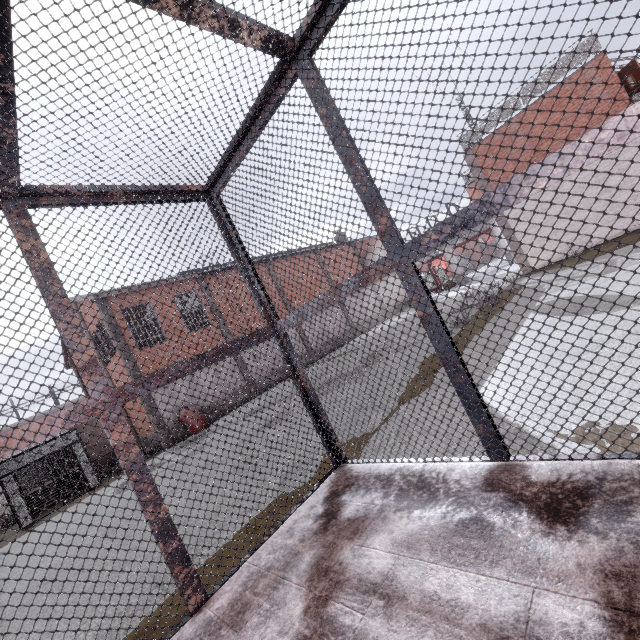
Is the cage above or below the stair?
above

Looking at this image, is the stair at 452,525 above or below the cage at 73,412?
below

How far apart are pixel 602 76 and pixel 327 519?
19.55m
